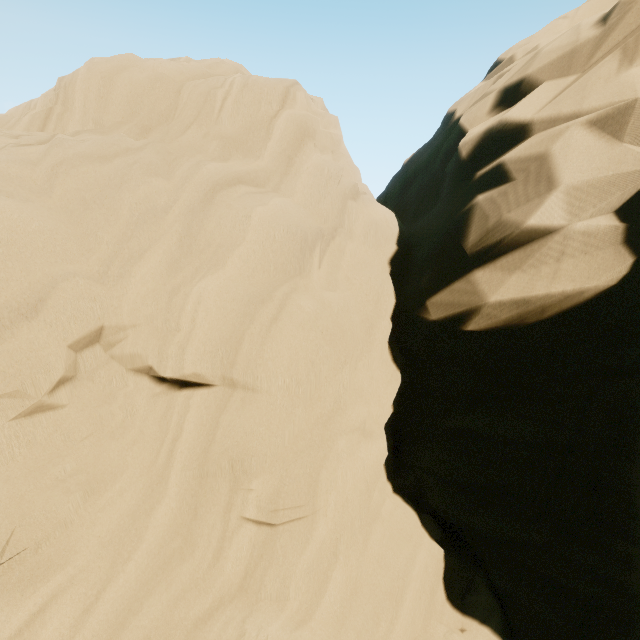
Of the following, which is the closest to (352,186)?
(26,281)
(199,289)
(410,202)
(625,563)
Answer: (410,202)
